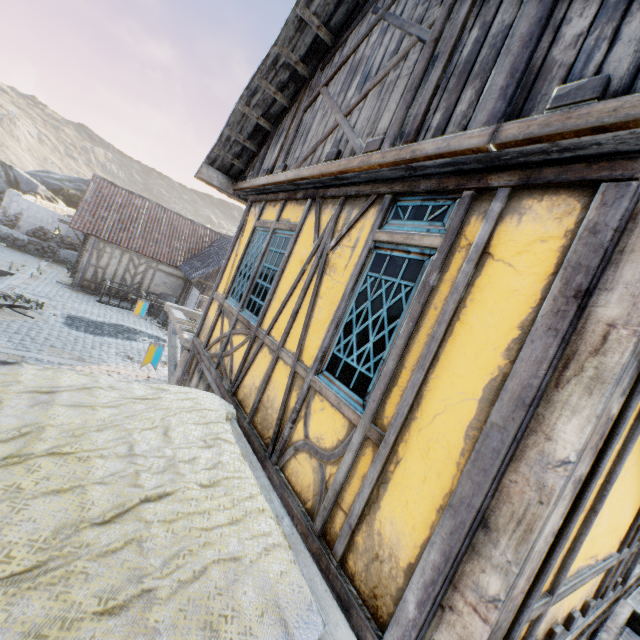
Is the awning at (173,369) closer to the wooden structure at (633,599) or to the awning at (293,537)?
the awning at (293,537)

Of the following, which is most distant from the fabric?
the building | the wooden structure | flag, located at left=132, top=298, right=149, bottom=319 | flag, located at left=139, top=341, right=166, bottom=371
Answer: flag, located at left=132, top=298, right=149, bottom=319

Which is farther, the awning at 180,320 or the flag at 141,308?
the flag at 141,308

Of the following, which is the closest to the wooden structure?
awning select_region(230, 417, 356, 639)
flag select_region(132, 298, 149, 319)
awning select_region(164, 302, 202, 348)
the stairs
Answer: the stairs

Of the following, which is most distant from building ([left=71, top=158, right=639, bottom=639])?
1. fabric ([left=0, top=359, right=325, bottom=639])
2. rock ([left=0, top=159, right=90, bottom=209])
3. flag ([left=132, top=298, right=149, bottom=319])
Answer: rock ([left=0, top=159, right=90, bottom=209])

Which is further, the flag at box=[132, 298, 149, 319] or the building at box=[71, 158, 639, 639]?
the flag at box=[132, 298, 149, 319]

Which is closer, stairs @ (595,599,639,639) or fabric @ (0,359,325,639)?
fabric @ (0,359,325,639)

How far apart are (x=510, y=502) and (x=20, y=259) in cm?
2442
